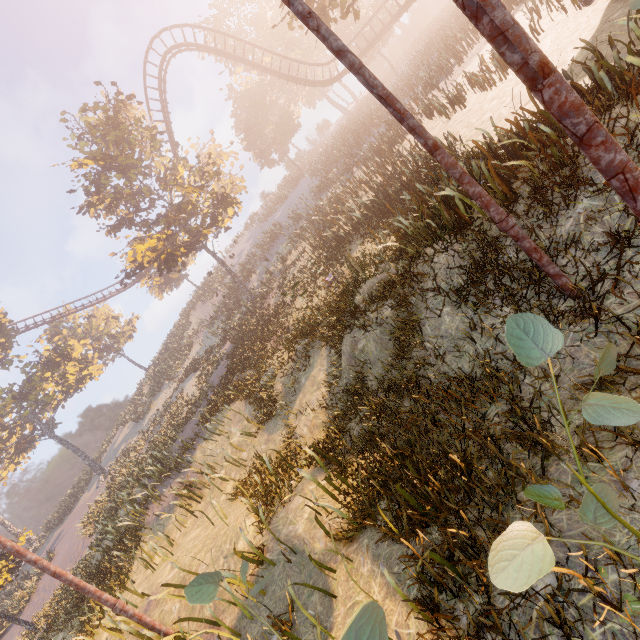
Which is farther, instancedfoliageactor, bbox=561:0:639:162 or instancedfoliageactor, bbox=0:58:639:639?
instancedfoliageactor, bbox=561:0:639:162

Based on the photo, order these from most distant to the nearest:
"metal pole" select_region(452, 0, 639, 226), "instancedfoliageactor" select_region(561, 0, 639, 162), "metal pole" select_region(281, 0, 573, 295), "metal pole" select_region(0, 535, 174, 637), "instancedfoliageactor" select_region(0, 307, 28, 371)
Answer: "instancedfoliageactor" select_region(0, 307, 28, 371) → "metal pole" select_region(0, 535, 174, 637) → "instancedfoliageactor" select_region(561, 0, 639, 162) → "metal pole" select_region(281, 0, 573, 295) → "metal pole" select_region(452, 0, 639, 226)

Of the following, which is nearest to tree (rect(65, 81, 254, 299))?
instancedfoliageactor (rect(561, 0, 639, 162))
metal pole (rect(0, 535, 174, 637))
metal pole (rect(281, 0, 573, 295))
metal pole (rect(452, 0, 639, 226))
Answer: metal pole (rect(281, 0, 573, 295))

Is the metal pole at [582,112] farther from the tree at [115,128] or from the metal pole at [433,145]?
the tree at [115,128]

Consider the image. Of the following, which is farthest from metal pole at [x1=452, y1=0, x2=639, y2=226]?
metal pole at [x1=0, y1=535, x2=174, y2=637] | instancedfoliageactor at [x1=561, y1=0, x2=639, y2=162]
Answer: metal pole at [x1=0, y1=535, x2=174, y2=637]

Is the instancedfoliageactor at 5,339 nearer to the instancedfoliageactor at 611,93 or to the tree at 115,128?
the tree at 115,128

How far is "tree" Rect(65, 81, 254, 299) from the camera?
19.28m

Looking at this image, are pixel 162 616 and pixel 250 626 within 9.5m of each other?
yes
